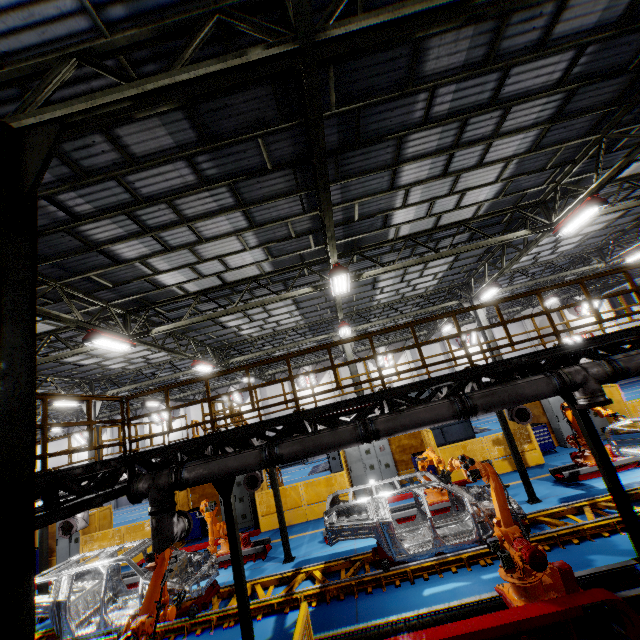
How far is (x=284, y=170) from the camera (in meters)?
7.01

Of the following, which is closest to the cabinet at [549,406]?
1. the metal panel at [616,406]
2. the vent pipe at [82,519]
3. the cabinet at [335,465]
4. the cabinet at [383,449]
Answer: the metal panel at [616,406]

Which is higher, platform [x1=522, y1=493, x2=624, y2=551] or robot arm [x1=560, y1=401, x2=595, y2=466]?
robot arm [x1=560, y1=401, x2=595, y2=466]

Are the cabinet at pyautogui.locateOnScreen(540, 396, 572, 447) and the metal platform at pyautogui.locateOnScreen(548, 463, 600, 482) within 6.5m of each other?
yes

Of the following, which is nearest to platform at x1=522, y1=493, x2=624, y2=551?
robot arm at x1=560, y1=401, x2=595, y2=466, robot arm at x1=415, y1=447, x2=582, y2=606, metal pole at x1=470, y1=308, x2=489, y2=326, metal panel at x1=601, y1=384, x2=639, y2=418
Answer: robot arm at x1=560, y1=401, x2=595, y2=466

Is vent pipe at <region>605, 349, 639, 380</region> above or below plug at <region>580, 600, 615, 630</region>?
above

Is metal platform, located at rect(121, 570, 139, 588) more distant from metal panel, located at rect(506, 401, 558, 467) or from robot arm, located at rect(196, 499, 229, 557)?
metal panel, located at rect(506, 401, 558, 467)

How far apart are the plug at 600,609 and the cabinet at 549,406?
12.0m
